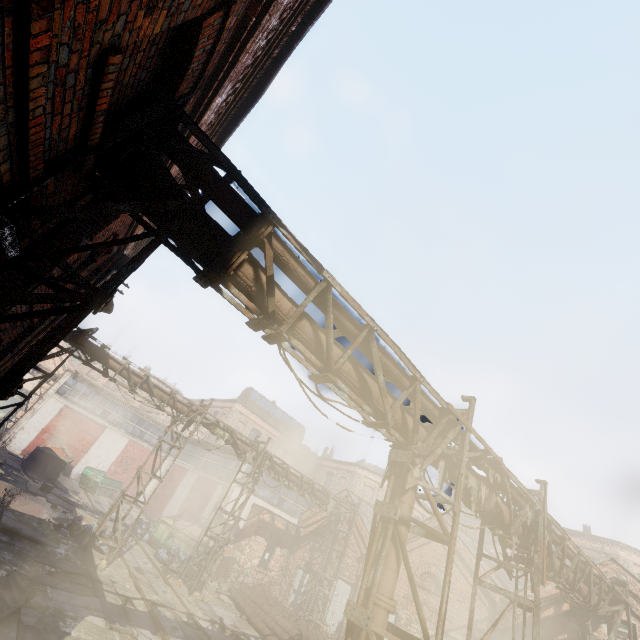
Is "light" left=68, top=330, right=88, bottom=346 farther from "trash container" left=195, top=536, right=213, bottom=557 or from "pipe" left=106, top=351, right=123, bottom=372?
"trash container" left=195, top=536, right=213, bottom=557

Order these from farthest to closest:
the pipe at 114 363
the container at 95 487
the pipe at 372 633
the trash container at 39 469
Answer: the container at 95 487, the trash container at 39 469, the pipe at 114 363, the pipe at 372 633

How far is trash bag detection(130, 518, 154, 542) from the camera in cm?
1853

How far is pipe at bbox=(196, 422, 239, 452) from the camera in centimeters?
1549cm

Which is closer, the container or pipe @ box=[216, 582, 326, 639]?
pipe @ box=[216, 582, 326, 639]

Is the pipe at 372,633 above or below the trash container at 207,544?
above

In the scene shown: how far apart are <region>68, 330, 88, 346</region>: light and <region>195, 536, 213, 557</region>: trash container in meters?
14.7

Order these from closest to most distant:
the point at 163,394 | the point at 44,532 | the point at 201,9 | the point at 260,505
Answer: the point at 201,9, the point at 44,532, the point at 163,394, the point at 260,505
